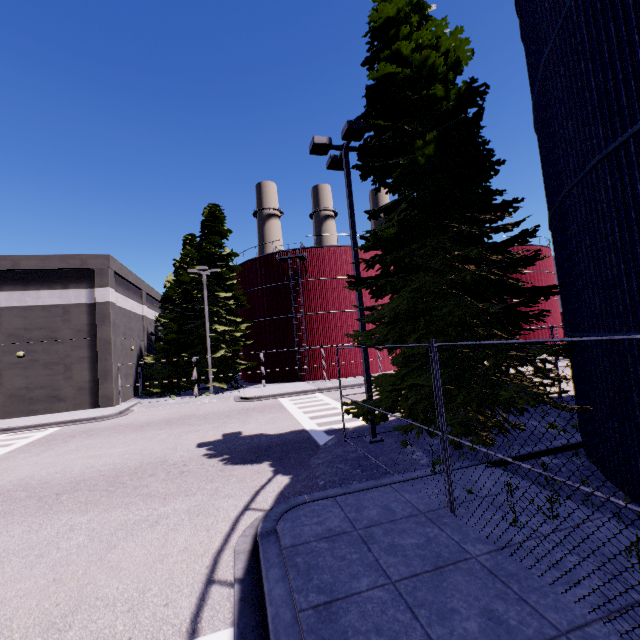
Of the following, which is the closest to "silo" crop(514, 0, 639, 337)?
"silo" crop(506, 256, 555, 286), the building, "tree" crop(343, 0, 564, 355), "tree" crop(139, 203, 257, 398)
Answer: the building

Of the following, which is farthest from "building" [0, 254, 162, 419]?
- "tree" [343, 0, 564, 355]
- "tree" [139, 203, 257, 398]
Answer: "tree" [139, 203, 257, 398]

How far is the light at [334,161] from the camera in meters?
10.1

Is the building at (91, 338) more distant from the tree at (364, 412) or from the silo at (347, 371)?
the tree at (364, 412)

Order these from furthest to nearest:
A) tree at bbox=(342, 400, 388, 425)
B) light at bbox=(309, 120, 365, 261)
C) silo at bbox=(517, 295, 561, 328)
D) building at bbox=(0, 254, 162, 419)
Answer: silo at bbox=(517, 295, 561, 328), building at bbox=(0, 254, 162, 419), light at bbox=(309, 120, 365, 261), tree at bbox=(342, 400, 388, 425)

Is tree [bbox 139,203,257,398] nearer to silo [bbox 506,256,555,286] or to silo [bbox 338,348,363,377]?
silo [bbox 338,348,363,377]

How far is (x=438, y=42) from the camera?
8.9m

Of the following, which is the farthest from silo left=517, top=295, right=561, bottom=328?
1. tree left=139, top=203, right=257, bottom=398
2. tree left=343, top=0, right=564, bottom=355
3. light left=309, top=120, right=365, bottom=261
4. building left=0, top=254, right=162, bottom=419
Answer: building left=0, top=254, right=162, bottom=419
